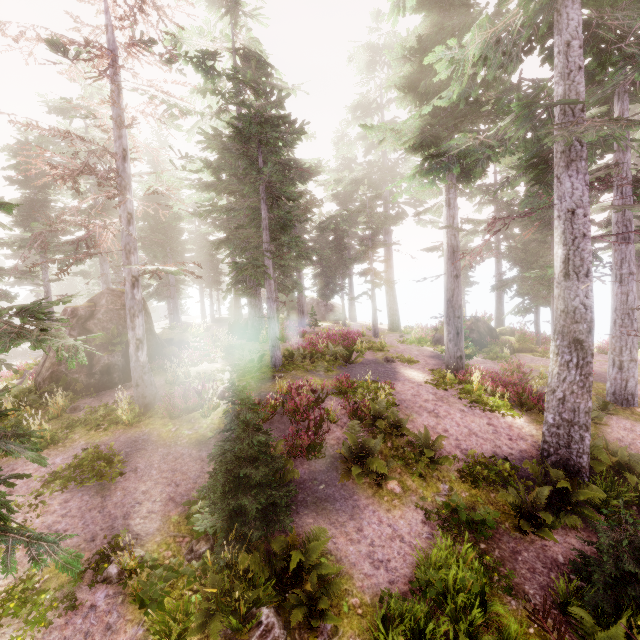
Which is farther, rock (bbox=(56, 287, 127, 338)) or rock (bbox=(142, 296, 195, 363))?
rock (bbox=(142, 296, 195, 363))

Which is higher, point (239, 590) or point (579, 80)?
point (579, 80)

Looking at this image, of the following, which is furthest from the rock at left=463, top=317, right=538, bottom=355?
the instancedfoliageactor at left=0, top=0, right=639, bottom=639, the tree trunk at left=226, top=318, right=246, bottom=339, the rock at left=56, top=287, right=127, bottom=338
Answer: the rock at left=56, top=287, right=127, bottom=338

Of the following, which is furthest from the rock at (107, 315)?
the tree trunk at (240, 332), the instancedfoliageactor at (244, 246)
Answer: the tree trunk at (240, 332)

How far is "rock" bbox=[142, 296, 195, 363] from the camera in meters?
15.6 m

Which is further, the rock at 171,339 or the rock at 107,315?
the rock at 171,339

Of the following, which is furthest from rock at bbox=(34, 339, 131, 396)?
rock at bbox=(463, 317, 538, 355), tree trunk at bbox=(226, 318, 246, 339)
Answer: rock at bbox=(463, 317, 538, 355)

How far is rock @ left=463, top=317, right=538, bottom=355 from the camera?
22.0m
